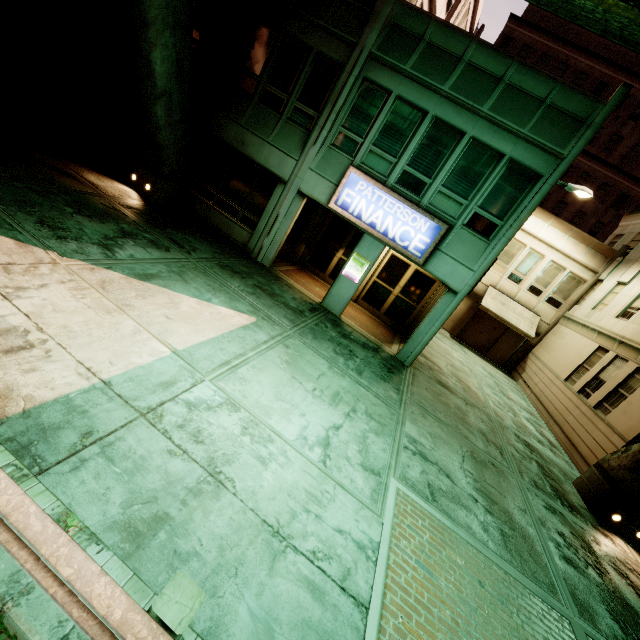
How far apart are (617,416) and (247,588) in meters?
14.1 m

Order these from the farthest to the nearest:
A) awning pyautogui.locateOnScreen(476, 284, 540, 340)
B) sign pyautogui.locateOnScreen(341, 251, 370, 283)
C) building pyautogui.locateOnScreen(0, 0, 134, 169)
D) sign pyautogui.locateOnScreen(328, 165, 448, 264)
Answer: awning pyautogui.locateOnScreen(476, 284, 540, 340), sign pyautogui.locateOnScreen(341, 251, 370, 283), sign pyautogui.locateOnScreen(328, 165, 448, 264), building pyautogui.locateOnScreen(0, 0, 134, 169)

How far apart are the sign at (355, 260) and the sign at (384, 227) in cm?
99

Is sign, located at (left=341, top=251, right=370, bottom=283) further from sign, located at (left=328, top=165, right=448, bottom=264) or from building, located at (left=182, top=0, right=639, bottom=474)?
sign, located at (left=328, top=165, right=448, bottom=264)

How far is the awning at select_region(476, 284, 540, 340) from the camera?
18.84m

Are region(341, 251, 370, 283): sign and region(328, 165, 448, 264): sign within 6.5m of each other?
yes

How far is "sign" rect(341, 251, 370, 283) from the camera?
11.1m

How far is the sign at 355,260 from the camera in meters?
11.1
